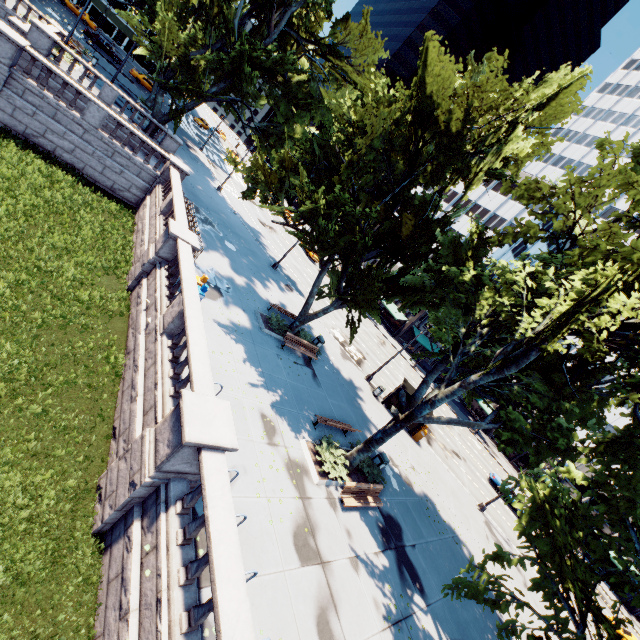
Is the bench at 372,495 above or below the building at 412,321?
below

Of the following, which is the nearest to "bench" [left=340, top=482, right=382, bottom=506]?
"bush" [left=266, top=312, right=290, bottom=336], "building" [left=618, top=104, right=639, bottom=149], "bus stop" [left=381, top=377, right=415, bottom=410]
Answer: "bush" [left=266, top=312, right=290, bottom=336]

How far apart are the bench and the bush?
9.16m

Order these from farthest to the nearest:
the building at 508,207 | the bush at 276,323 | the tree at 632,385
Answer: the building at 508,207 < the bush at 276,323 < the tree at 632,385

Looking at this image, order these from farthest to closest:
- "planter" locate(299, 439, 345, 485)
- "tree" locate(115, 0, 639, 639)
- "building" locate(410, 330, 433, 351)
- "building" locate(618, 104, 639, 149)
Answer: "building" locate(618, 104, 639, 149) < "building" locate(410, 330, 433, 351) < "planter" locate(299, 439, 345, 485) < "tree" locate(115, 0, 639, 639)

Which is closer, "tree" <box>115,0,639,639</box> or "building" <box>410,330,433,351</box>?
"tree" <box>115,0,639,639</box>

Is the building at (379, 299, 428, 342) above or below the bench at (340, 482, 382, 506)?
above

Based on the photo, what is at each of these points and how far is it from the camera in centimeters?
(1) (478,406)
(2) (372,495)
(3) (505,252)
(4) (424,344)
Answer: (1) building, 5775cm
(2) bench, 1437cm
(3) building, 5084cm
(4) building, 5569cm
